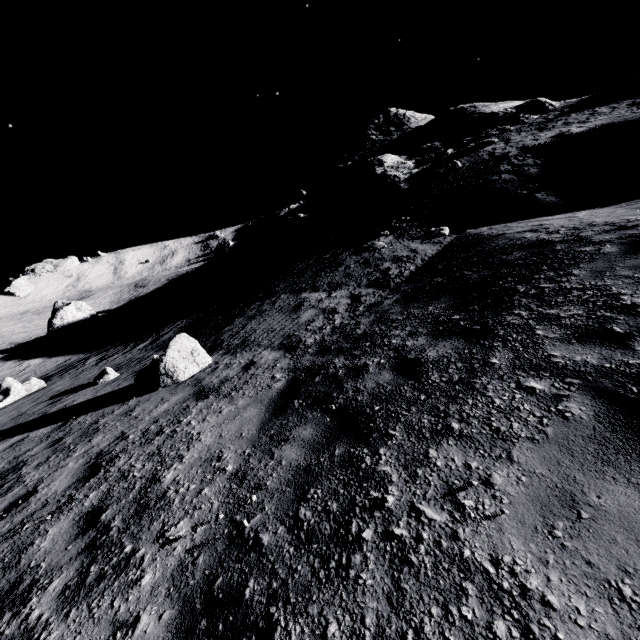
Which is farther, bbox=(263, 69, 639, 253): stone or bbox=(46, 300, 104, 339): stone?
bbox=(46, 300, 104, 339): stone

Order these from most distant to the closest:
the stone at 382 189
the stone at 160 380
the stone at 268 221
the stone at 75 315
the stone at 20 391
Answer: the stone at 268 221, the stone at 75 315, the stone at 382 189, the stone at 20 391, the stone at 160 380

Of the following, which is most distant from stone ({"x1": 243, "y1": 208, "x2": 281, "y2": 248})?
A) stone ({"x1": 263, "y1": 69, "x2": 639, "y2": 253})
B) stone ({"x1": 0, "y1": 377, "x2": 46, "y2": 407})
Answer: stone ({"x1": 0, "y1": 377, "x2": 46, "y2": 407})

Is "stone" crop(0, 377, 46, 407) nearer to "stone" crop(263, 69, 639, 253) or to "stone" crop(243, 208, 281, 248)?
"stone" crop(263, 69, 639, 253)

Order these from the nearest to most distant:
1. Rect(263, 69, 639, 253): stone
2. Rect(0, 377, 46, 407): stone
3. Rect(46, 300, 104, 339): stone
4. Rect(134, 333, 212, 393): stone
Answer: Rect(134, 333, 212, 393): stone
Rect(0, 377, 46, 407): stone
Rect(263, 69, 639, 253): stone
Rect(46, 300, 104, 339): stone

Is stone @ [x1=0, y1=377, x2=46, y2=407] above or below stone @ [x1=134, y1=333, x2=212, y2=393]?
below

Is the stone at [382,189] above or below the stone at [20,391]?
above

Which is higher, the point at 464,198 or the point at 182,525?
the point at 464,198
